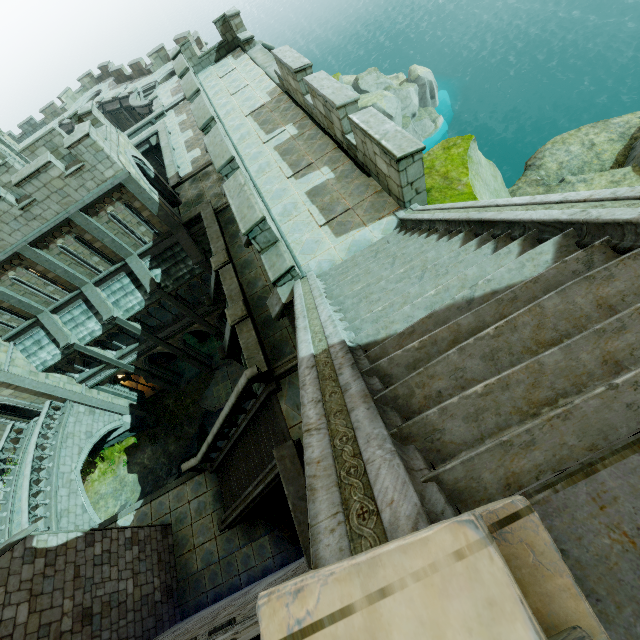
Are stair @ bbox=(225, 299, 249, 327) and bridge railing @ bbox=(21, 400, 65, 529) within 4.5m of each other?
no

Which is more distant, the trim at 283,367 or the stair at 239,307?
the stair at 239,307

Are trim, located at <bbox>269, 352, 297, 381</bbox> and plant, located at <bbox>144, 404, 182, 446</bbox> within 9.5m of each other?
no

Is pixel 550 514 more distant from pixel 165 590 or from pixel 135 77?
pixel 135 77

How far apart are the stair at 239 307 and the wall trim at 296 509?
5.24m

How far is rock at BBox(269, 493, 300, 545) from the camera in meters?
11.9

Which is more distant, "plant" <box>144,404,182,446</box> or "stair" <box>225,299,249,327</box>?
"plant" <box>144,404,182,446</box>

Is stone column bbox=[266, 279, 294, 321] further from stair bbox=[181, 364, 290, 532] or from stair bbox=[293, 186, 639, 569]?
stair bbox=[181, 364, 290, 532]
